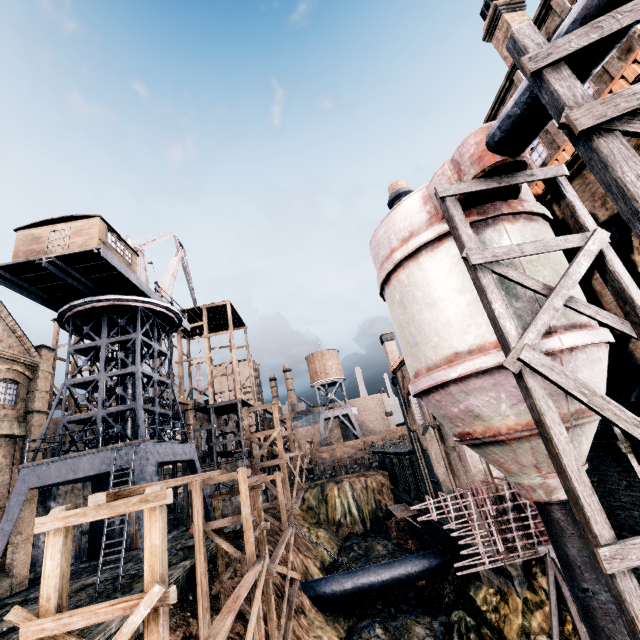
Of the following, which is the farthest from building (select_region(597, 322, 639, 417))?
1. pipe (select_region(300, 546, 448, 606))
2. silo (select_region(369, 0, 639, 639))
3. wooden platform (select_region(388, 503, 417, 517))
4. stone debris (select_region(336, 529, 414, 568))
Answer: stone debris (select_region(336, 529, 414, 568))

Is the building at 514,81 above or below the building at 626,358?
above

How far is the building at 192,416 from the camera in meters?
33.7 m

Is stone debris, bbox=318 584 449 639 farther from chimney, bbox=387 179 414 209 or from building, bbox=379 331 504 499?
chimney, bbox=387 179 414 209

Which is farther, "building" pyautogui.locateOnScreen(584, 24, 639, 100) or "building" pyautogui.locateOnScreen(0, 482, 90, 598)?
"building" pyautogui.locateOnScreen(0, 482, 90, 598)

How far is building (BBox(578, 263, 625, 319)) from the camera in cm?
806

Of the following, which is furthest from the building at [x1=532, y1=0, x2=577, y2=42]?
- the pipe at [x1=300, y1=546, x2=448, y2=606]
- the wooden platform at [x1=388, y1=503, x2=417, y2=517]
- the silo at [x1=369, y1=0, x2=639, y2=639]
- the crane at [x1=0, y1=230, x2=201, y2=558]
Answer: the wooden platform at [x1=388, y1=503, x2=417, y2=517]

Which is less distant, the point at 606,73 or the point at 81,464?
the point at 606,73
